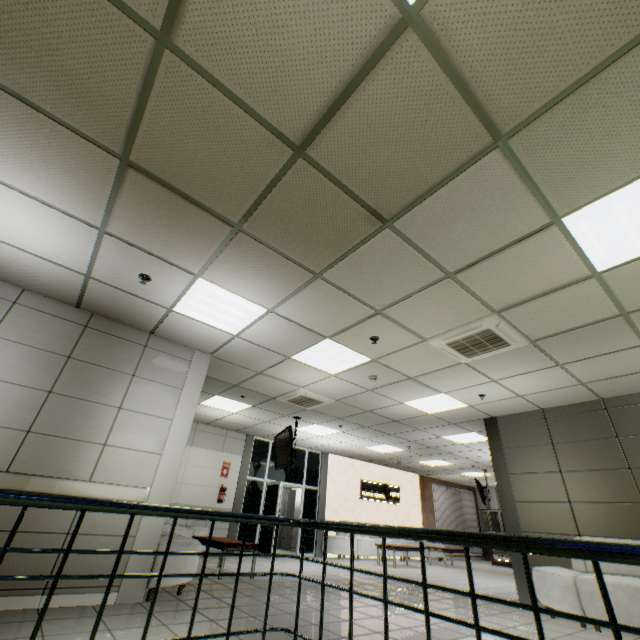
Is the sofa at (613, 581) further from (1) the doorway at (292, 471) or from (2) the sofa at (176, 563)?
(1) the doorway at (292, 471)

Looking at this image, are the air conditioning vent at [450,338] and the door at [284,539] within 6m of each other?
no

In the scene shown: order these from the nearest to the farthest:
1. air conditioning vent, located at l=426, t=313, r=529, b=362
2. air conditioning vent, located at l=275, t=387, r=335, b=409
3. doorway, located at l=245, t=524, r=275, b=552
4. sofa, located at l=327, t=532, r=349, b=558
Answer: air conditioning vent, located at l=426, t=313, r=529, b=362
air conditioning vent, located at l=275, t=387, r=335, b=409
doorway, located at l=245, t=524, r=275, b=552
sofa, located at l=327, t=532, r=349, b=558

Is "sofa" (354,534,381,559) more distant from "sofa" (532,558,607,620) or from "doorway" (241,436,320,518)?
"sofa" (532,558,607,620)

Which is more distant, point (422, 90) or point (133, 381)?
point (133, 381)

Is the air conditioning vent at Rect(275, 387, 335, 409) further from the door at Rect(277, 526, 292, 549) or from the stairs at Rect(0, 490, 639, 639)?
the door at Rect(277, 526, 292, 549)

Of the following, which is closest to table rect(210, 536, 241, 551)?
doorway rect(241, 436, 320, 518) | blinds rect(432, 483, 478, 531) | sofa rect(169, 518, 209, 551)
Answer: sofa rect(169, 518, 209, 551)

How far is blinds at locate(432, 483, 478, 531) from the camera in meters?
15.3
